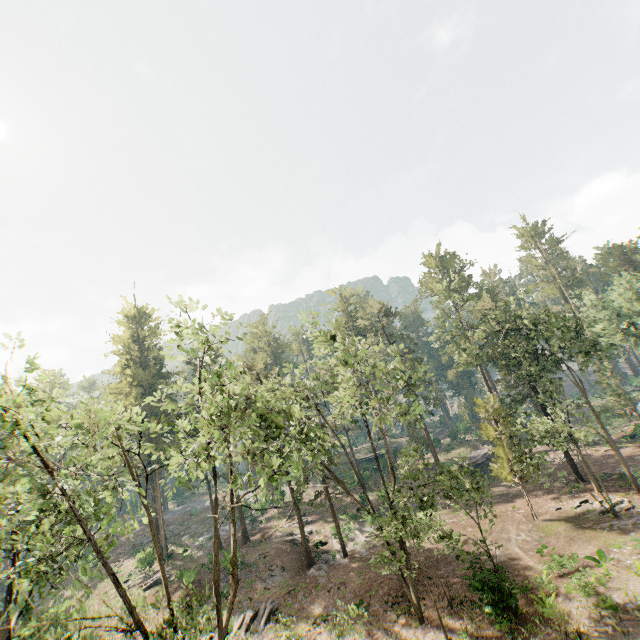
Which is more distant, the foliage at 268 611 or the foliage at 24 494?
the foliage at 268 611

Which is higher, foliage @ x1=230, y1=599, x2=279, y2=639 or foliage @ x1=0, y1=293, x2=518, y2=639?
foliage @ x1=0, y1=293, x2=518, y2=639

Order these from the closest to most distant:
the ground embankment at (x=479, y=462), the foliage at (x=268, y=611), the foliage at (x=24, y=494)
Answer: the foliage at (x=24, y=494) < the foliage at (x=268, y=611) < the ground embankment at (x=479, y=462)

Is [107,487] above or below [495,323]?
below

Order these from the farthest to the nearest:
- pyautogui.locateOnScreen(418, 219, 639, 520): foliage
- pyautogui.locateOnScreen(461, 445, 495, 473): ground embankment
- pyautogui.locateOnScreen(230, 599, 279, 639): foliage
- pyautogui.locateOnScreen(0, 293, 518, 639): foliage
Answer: pyautogui.locateOnScreen(461, 445, 495, 473): ground embankment → pyautogui.locateOnScreen(418, 219, 639, 520): foliage → pyautogui.locateOnScreen(230, 599, 279, 639): foliage → pyautogui.locateOnScreen(0, 293, 518, 639): foliage

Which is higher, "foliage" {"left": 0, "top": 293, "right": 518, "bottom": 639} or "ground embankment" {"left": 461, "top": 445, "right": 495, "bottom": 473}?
"foliage" {"left": 0, "top": 293, "right": 518, "bottom": 639}

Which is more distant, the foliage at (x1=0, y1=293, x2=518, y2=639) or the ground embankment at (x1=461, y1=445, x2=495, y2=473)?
the ground embankment at (x1=461, y1=445, x2=495, y2=473)
